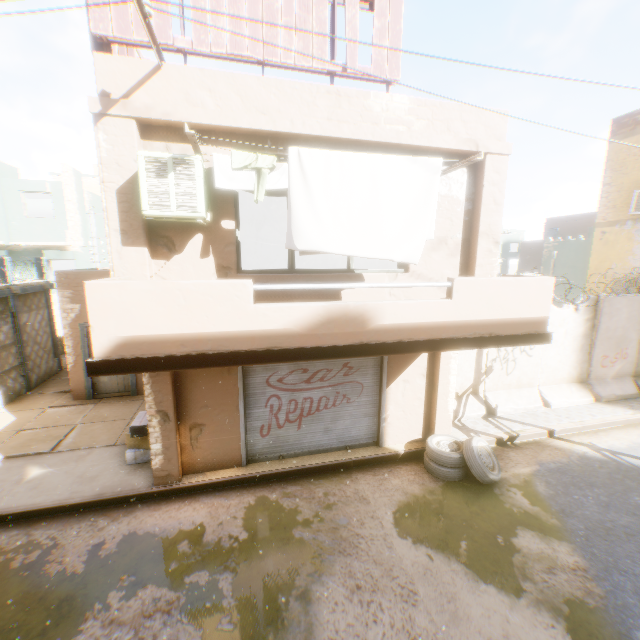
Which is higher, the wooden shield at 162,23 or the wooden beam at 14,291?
the wooden shield at 162,23

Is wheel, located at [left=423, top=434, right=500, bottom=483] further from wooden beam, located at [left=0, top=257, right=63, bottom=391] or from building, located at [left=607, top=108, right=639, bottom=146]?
wooden beam, located at [left=0, top=257, right=63, bottom=391]

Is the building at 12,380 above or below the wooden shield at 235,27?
below

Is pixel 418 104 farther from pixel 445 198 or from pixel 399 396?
pixel 399 396

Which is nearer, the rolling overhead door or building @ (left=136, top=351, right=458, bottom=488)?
building @ (left=136, top=351, right=458, bottom=488)

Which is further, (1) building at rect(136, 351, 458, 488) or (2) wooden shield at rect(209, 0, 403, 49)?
(1) building at rect(136, 351, 458, 488)

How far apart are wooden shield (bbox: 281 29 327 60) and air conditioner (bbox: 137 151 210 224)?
0.6m
